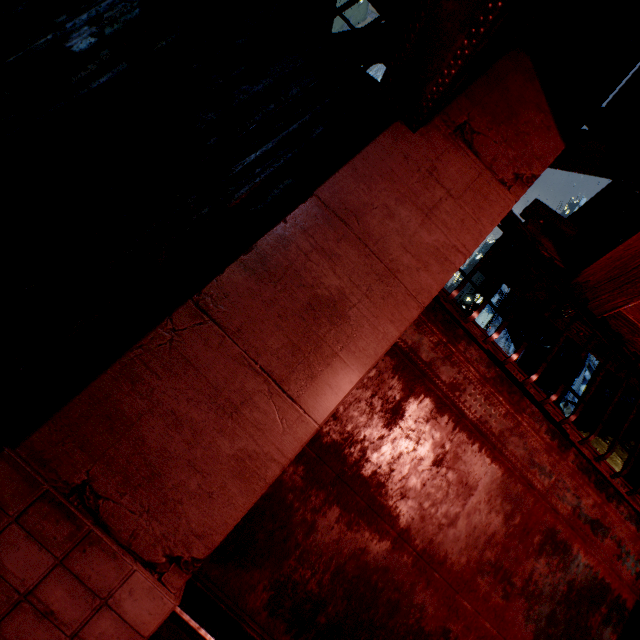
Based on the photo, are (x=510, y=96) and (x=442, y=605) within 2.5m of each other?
no
